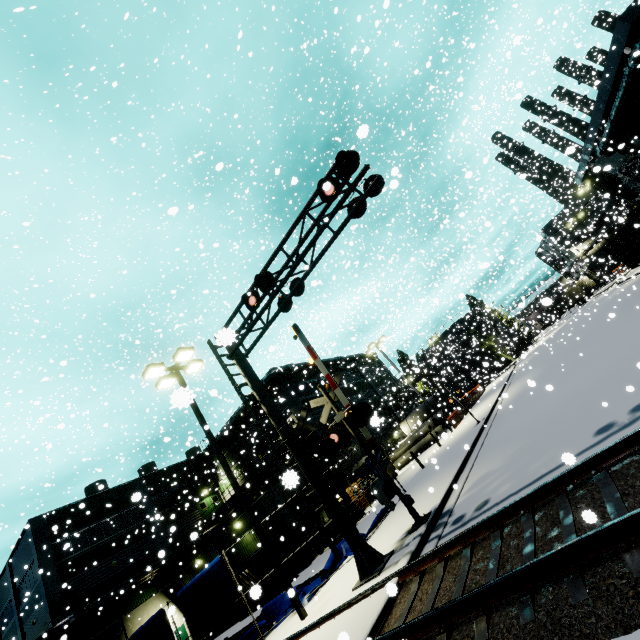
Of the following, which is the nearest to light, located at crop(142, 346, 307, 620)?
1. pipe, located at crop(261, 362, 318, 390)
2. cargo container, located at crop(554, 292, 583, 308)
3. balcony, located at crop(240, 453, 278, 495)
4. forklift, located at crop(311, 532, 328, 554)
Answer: pipe, located at crop(261, 362, 318, 390)

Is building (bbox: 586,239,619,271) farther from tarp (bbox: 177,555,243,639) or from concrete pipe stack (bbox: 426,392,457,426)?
tarp (bbox: 177,555,243,639)

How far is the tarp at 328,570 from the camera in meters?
11.8 m

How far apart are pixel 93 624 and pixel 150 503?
9.1 meters

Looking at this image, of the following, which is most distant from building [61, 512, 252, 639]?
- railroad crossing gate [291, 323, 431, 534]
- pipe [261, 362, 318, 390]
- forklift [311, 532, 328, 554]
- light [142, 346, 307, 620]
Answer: light [142, 346, 307, 620]

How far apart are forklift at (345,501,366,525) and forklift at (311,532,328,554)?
0.52m

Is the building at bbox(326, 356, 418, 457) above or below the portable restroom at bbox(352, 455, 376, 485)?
above
